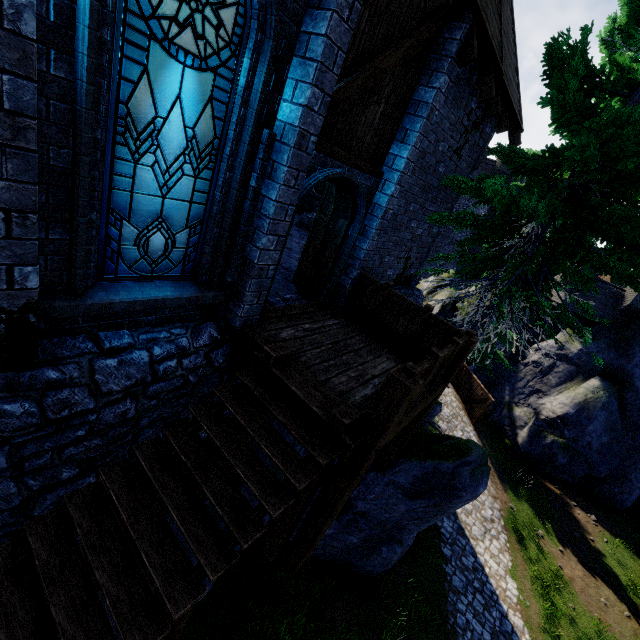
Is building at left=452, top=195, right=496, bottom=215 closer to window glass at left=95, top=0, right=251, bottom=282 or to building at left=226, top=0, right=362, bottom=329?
building at left=226, top=0, right=362, bottom=329

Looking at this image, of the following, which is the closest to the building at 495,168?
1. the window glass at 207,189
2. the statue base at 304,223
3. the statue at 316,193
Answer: the statue at 316,193

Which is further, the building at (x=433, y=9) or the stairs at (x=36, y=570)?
the building at (x=433, y=9)

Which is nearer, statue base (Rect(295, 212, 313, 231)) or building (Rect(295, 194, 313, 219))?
statue base (Rect(295, 212, 313, 231))

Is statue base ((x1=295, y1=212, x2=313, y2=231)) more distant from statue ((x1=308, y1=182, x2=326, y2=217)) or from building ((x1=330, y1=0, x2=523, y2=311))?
building ((x1=330, y1=0, x2=523, y2=311))

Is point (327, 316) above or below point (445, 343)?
below

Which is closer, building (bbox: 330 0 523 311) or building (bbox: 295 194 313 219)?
building (bbox: 330 0 523 311)

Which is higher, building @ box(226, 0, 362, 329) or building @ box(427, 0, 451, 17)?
building @ box(427, 0, 451, 17)
